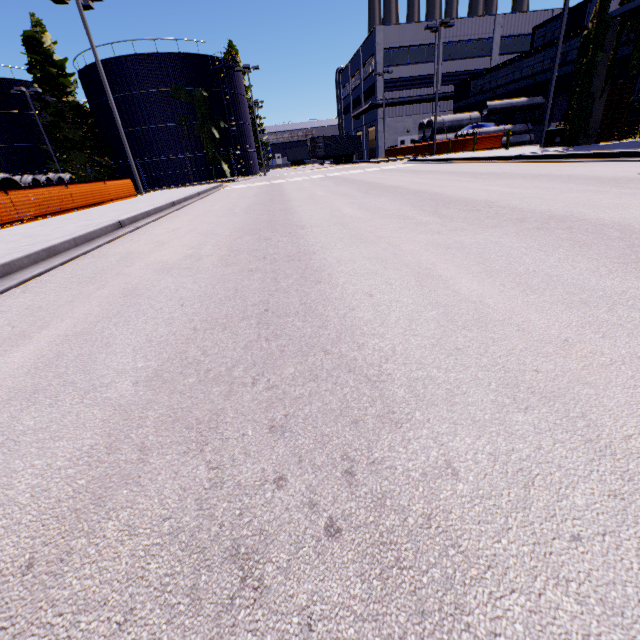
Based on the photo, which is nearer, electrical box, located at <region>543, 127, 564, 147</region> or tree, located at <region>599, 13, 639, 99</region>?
tree, located at <region>599, 13, 639, 99</region>

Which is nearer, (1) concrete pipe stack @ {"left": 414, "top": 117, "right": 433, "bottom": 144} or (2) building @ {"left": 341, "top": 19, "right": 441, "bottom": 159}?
(1) concrete pipe stack @ {"left": 414, "top": 117, "right": 433, "bottom": 144}

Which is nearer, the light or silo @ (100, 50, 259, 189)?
the light

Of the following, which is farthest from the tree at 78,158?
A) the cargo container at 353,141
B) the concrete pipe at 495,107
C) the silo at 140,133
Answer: the concrete pipe at 495,107

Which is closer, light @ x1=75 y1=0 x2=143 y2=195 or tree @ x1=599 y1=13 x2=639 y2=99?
tree @ x1=599 y1=13 x2=639 y2=99

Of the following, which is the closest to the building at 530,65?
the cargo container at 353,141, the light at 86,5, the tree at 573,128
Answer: the tree at 573,128

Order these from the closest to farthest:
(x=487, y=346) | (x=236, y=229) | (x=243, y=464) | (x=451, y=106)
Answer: (x=243, y=464) → (x=487, y=346) → (x=236, y=229) → (x=451, y=106)

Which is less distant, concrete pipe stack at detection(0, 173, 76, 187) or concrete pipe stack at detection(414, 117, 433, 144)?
concrete pipe stack at detection(0, 173, 76, 187)
